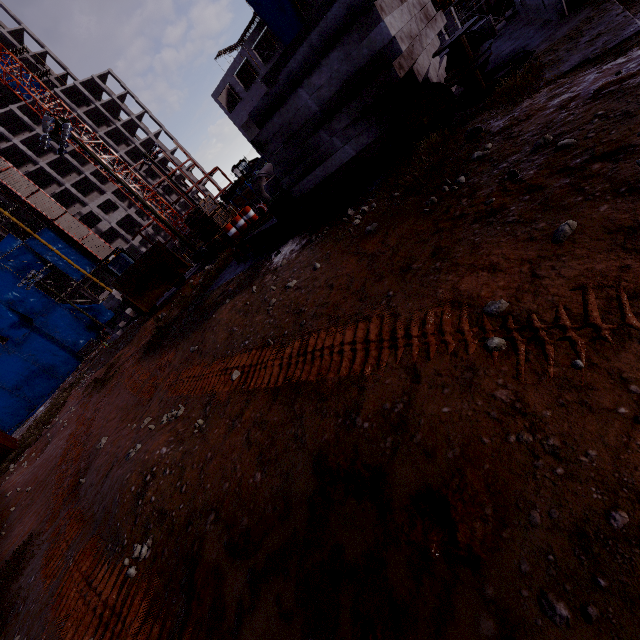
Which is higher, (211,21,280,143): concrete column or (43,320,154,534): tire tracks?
(211,21,280,143): concrete column

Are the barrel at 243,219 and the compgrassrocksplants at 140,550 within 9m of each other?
no

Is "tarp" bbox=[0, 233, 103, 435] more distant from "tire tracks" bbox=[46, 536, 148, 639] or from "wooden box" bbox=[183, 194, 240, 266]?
"tire tracks" bbox=[46, 536, 148, 639]

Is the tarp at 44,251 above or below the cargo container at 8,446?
above

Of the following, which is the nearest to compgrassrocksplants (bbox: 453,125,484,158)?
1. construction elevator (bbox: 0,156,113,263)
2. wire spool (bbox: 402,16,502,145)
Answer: wire spool (bbox: 402,16,502,145)

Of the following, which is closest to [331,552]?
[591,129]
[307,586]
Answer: [307,586]

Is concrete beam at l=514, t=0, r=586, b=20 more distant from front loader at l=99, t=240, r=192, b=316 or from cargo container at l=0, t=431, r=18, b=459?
cargo container at l=0, t=431, r=18, b=459

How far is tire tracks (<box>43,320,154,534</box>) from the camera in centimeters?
648cm
